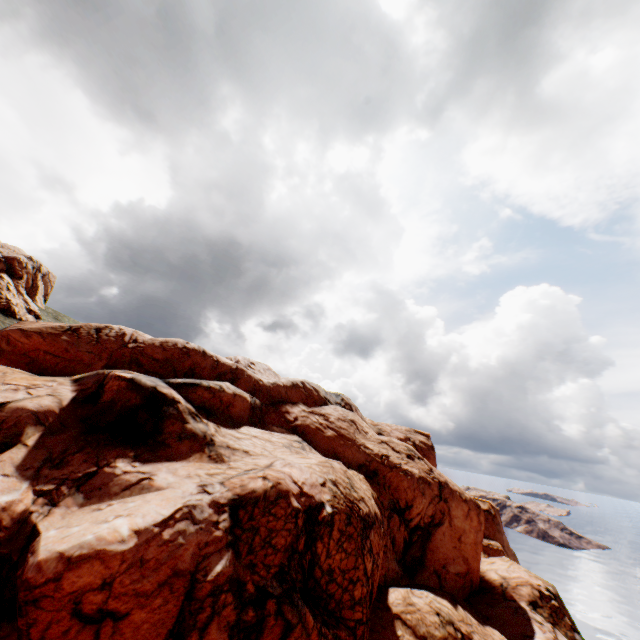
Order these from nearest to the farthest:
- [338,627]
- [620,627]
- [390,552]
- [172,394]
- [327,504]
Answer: [338,627] < [327,504] < [172,394] < [390,552] < [620,627]
